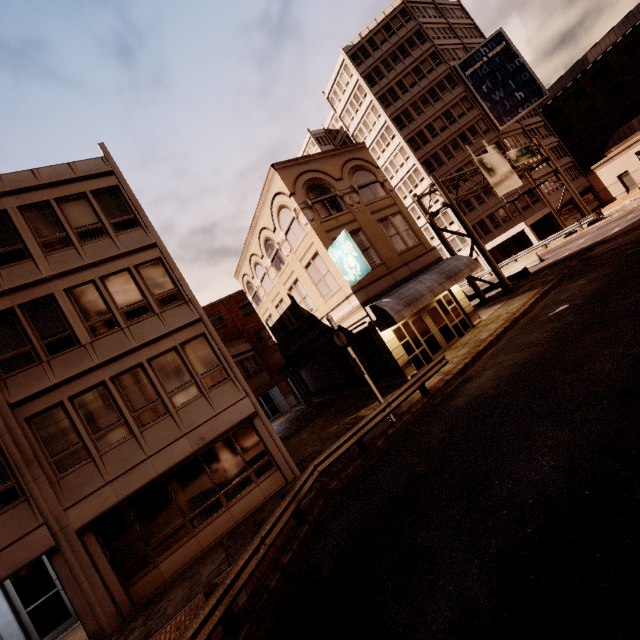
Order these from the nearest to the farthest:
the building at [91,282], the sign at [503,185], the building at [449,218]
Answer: the building at [91,282] → the sign at [503,185] → the building at [449,218]

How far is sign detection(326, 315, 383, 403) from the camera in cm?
1231

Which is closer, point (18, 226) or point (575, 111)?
point (18, 226)

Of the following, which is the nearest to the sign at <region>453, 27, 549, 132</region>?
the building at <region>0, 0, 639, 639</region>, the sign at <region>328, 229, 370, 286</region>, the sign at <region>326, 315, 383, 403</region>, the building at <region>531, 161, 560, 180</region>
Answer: the building at <region>531, 161, 560, 180</region>

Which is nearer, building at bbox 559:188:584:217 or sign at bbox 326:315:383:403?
sign at bbox 326:315:383:403

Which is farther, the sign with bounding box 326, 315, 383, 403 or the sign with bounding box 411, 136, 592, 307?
the sign with bounding box 411, 136, 592, 307

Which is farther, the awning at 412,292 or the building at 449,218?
the building at 449,218
